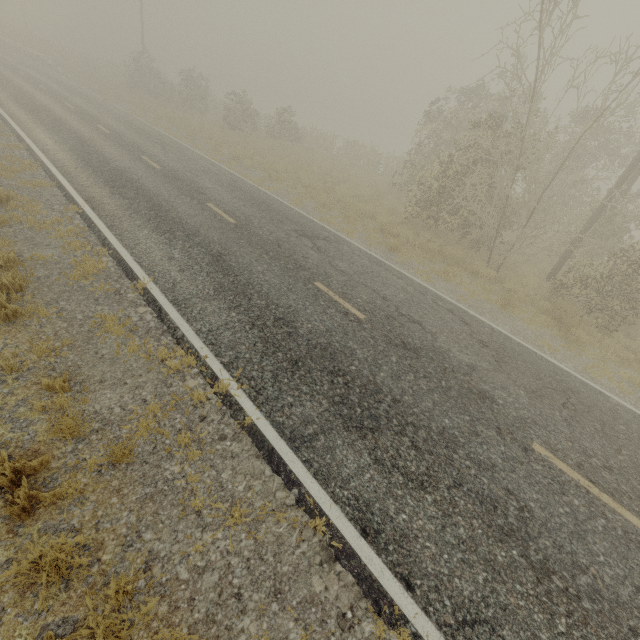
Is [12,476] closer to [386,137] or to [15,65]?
[15,65]
